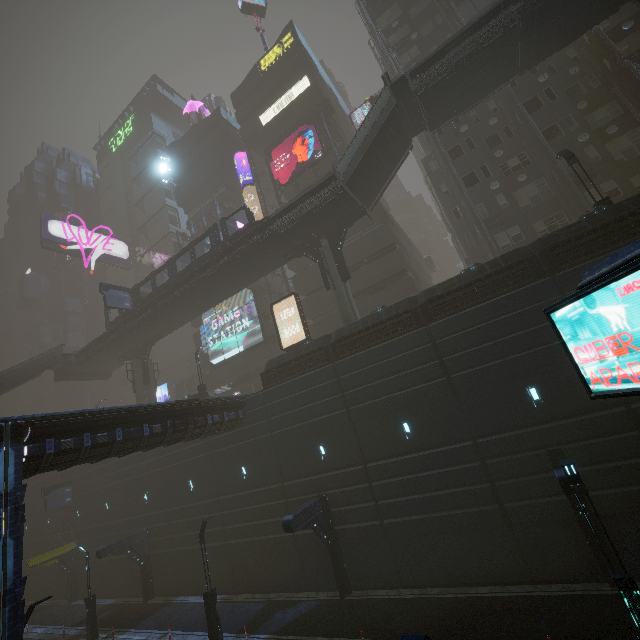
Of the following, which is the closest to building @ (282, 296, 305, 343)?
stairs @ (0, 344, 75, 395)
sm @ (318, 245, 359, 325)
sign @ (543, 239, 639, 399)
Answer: sm @ (318, 245, 359, 325)

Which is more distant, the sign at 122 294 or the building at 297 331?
the building at 297 331

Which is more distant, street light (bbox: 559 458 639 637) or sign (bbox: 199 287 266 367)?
sign (bbox: 199 287 266 367)

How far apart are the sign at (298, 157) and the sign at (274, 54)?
13.5 meters

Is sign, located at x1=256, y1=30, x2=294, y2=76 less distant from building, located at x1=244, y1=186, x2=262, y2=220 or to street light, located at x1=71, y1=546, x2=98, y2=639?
building, located at x1=244, y1=186, x2=262, y2=220

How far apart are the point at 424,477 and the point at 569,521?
5.9 meters

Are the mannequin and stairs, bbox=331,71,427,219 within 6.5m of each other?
no

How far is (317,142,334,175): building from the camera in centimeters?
3628cm
